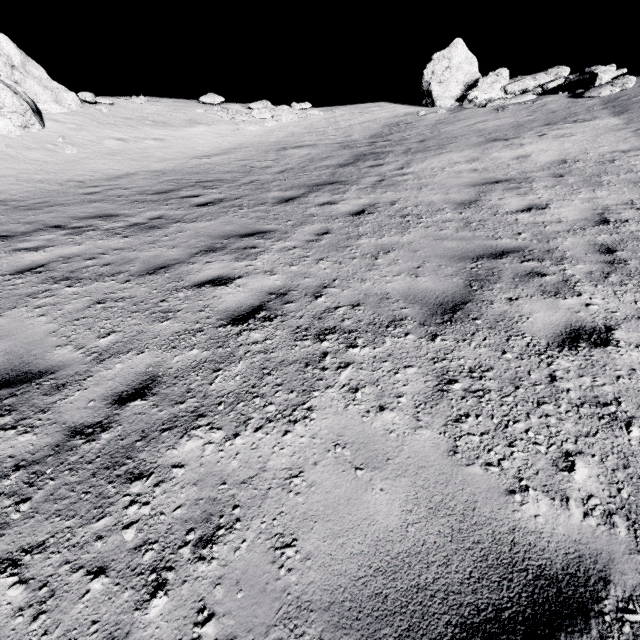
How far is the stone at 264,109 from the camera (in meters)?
19.33

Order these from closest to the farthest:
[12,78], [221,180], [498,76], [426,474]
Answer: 1. [426,474]
2. [221,180]
3. [12,78]
4. [498,76]

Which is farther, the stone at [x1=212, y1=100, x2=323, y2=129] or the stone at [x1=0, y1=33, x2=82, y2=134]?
the stone at [x1=212, y1=100, x2=323, y2=129]

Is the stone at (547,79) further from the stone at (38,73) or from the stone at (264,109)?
the stone at (38,73)

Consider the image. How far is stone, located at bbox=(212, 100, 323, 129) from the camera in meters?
19.3 m

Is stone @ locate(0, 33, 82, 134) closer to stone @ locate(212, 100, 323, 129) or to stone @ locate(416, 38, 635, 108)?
stone @ locate(212, 100, 323, 129)

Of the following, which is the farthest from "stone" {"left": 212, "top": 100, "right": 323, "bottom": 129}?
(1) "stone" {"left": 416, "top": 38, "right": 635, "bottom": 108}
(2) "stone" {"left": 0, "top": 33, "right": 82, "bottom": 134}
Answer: (1) "stone" {"left": 416, "top": 38, "right": 635, "bottom": 108}

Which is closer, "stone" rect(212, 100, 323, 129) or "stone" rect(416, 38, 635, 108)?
"stone" rect(416, 38, 635, 108)
